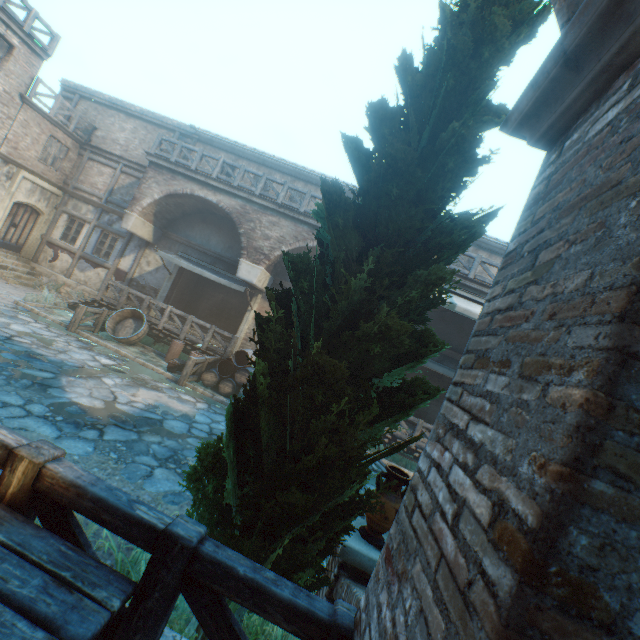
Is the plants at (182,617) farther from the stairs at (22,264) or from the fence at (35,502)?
the stairs at (22,264)

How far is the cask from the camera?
12.0m

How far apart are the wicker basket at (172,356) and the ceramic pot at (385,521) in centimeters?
917cm

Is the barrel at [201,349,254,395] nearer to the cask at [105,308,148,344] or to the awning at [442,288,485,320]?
the cask at [105,308,148,344]

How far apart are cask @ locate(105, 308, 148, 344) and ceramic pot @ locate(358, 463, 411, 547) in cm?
1122

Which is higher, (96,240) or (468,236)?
(468,236)

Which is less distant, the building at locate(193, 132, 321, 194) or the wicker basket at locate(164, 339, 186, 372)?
the wicker basket at locate(164, 339, 186, 372)

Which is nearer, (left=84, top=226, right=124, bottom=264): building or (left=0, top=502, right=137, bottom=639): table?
(left=0, top=502, right=137, bottom=639): table
